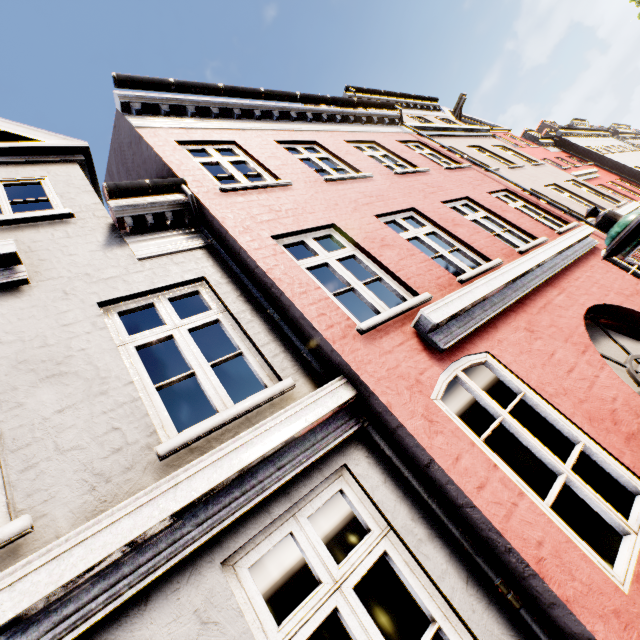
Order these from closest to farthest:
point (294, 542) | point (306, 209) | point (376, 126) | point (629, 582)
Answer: point (629, 582), point (306, 209), point (294, 542), point (376, 126)
